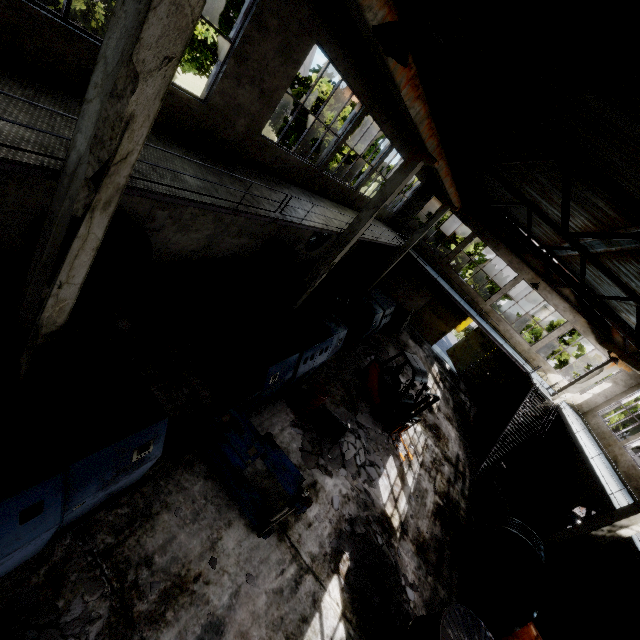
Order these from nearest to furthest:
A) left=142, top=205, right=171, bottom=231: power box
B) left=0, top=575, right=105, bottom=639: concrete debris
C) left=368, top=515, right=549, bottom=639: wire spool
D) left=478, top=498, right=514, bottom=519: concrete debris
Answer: left=0, top=575, right=105, bottom=639: concrete debris → left=368, top=515, right=549, bottom=639: wire spool → left=142, top=205, right=171, bottom=231: power box → left=478, top=498, right=514, bottom=519: concrete debris

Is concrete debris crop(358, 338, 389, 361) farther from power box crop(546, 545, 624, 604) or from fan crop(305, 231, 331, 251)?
power box crop(546, 545, 624, 604)

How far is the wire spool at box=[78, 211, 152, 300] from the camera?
7.2m

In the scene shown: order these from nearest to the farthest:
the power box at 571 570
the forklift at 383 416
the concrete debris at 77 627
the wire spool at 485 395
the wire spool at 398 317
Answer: the concrete debris at 77 627, the power box at 571 570, the forklift at 383 416, the wire spool at 398 317, the wire spool at 485 395

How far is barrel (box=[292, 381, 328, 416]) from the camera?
9.5m

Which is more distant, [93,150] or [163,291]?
[163,291]

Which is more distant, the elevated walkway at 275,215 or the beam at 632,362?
the beam at 632,362

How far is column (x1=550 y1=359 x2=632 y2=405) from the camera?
16.8 meters
